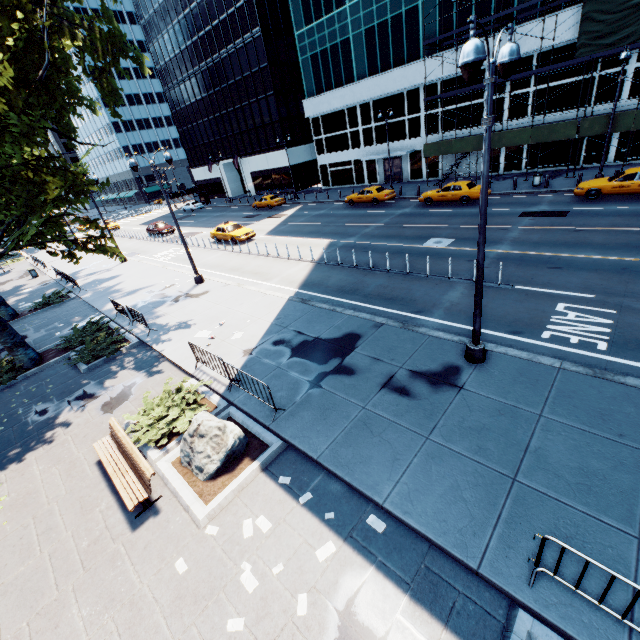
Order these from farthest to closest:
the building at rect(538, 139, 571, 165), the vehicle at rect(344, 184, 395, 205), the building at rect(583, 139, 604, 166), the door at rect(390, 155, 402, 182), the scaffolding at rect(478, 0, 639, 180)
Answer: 1. the door at rect(390, 155, 402, 182)
2. the vehicle at rect(344, 184, 395, 205)
3. the building at rect(538, 139, 571, 165)
4. the building at rect(583, 139, 604, 166)
5. the scaffolding at rect(478, 0, 639, 180)

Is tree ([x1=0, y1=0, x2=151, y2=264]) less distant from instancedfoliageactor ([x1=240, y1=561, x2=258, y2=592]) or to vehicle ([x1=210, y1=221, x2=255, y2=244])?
instancedfoliageactor ([x1=240, y1=561, x2=258, y2=592])

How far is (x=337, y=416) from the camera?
8.3m

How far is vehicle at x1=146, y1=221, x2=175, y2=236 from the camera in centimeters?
3781cm

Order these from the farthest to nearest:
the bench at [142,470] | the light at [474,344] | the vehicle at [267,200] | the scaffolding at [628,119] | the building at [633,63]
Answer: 1. the vehicle at [267,200]
2. the building at [633,63]
3. the scaffolding at [628,119]
4. the bench at [142,470]
5. the light at [474,344]

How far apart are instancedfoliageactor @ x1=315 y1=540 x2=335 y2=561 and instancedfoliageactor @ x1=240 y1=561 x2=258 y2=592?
1.05m

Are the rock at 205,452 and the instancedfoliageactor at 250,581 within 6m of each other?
yes

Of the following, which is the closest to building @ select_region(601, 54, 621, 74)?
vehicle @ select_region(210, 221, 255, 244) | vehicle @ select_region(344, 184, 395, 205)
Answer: vehicle @ select_region(344, 184, 395, 205)
